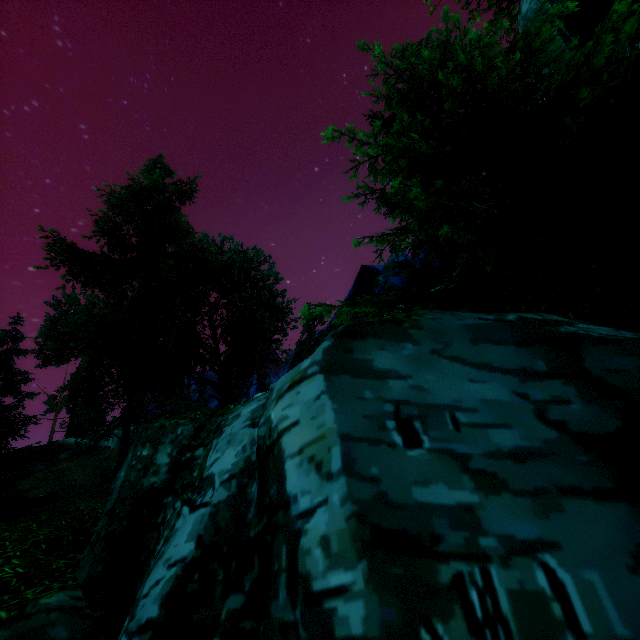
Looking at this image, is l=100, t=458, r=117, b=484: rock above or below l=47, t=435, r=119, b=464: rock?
below

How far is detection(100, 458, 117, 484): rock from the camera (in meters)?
18.06

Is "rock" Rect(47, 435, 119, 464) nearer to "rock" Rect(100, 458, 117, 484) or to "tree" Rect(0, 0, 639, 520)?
"tree" Rect(0, 0, 639, 520)

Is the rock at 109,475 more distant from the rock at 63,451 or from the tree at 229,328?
the rock at 63,451

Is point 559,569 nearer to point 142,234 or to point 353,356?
point 353,356

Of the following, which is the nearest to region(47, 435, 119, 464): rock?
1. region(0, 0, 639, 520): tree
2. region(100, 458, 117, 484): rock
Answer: region(0, 0, 639, 520): tree

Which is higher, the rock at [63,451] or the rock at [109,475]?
the rock at [63,451]
